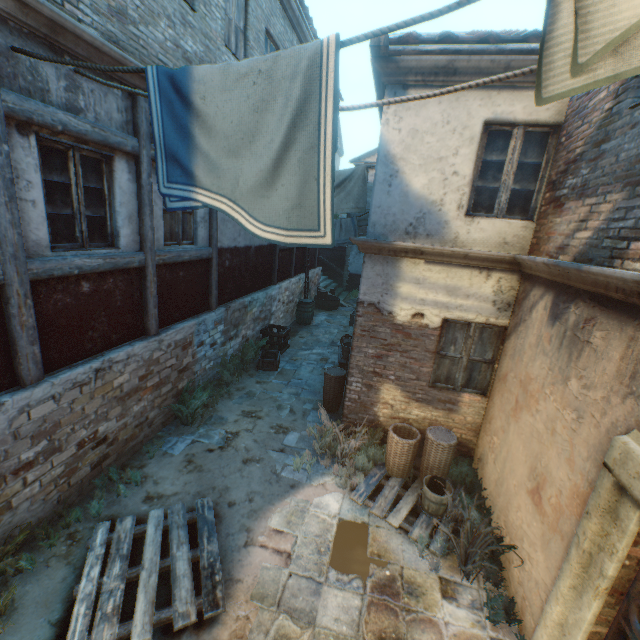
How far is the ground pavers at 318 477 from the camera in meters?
5.4 m

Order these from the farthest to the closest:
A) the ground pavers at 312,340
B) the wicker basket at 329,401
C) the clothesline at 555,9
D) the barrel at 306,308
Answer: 1. the barrel at 306,308
2. the ground pavers at 312,340
3. the wicker basket at 329,401
4. the clothesline at 555,9

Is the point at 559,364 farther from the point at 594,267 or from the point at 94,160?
the point at 94,160

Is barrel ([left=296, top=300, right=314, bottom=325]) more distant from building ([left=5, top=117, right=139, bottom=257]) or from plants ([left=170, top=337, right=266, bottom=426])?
plants ([left=170, top=337, right=266, bottom=426])

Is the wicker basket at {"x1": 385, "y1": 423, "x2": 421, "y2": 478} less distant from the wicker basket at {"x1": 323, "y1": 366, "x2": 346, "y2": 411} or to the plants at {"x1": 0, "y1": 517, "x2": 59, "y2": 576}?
the wicker basket at {"x1": 323, "y1": 366, "x2": 346, "y2": 411}

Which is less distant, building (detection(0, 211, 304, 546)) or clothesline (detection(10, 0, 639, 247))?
clothesline (detection(10, 0, 639, 247))

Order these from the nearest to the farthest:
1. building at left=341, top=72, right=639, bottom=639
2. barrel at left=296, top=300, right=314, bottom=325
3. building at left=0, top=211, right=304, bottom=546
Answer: building at left=341, top=72, right=639, bottom=639, building at left=0, top=211, right=304, bottom=546, barrel at left=296, top=300, right=314, bottom=325

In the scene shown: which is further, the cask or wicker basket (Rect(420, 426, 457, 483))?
the cask
